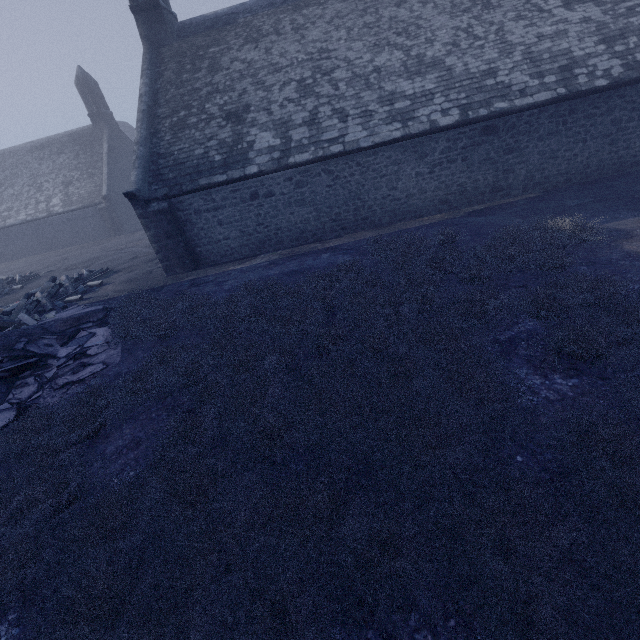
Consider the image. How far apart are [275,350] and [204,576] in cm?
337
